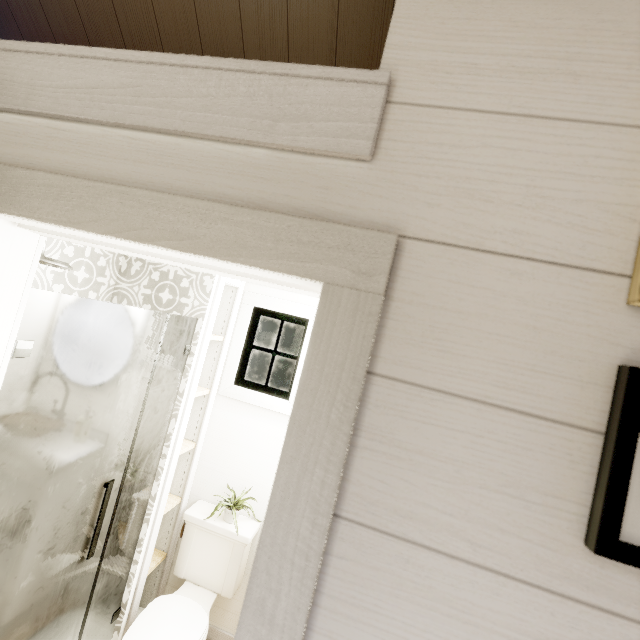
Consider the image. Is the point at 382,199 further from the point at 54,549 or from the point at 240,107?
the point at 54,549
